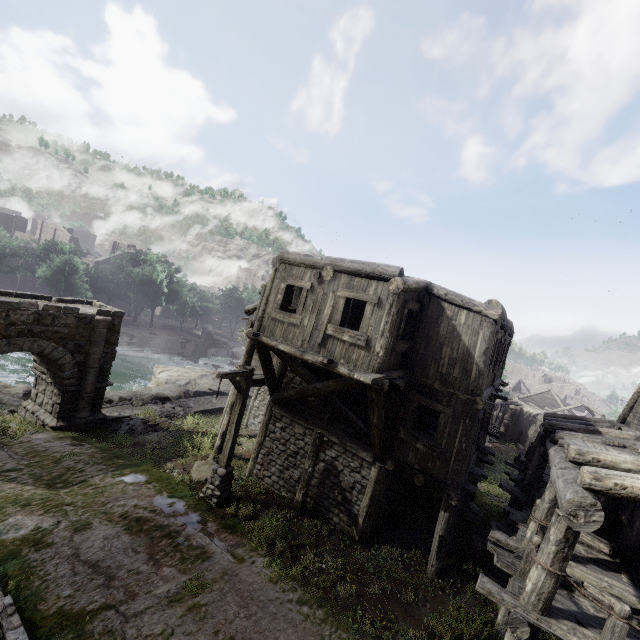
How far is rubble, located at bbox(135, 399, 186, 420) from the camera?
19.3m

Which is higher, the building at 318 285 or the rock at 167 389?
the building at 318 285

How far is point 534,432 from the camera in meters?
42.9 m

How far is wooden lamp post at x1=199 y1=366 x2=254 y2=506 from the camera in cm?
1044

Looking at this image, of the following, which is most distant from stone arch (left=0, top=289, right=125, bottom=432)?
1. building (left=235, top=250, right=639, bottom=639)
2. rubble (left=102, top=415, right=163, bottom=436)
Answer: building (left=235, top=250, right=639, bottom=639)

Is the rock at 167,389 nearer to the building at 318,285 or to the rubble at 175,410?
the rubble at 175,410

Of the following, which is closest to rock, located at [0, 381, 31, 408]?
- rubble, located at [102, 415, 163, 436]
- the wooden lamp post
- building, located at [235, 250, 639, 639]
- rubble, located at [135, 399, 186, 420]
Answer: rubble, located at [135, 399, 186, 420]

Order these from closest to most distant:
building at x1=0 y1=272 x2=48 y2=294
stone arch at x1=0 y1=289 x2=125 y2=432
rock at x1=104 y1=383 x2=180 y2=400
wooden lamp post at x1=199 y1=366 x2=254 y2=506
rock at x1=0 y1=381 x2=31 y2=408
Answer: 1. wooden lamp post at x1=199 y1=366 x2=254 y2=506
2. stone arch at x1=0 y1=289 x2=125 y2=432
3. rock at x1=0 y1=381 x2=31 y2=408
4. rock at x1=104 y1=383 x2=180 y2=400
5. building at x1=0 y1=272 x2=48 y2=294
